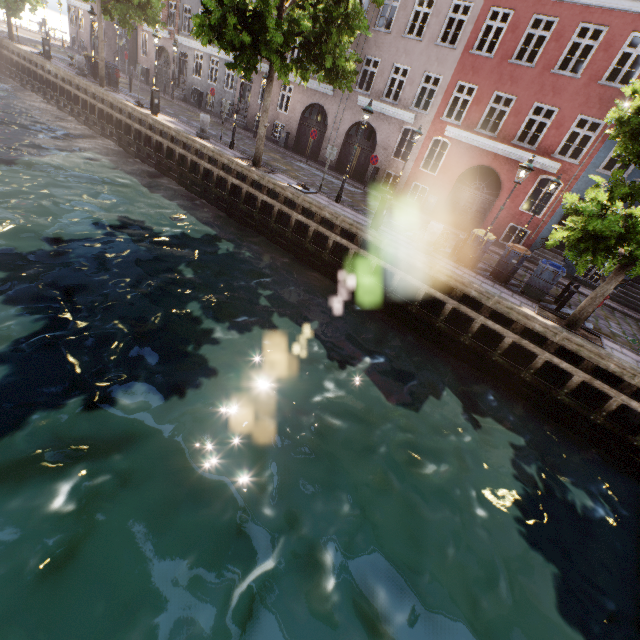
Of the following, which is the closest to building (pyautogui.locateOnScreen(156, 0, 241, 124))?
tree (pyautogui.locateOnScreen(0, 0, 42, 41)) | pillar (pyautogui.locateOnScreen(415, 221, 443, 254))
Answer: tree (pyautogui.locateOnScreen(0, 0, 42, 41))

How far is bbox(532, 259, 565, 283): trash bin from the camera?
10.70m

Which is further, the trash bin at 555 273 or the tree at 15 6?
the tree at 15 6

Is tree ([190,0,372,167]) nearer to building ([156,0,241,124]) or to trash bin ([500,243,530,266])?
trash bin ([500,243,530,266])

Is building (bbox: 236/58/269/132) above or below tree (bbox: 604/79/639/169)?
below

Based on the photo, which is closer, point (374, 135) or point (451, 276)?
point (451, 276)

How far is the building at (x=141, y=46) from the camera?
29.14m

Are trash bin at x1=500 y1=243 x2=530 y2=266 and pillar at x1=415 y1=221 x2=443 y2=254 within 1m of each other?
no
